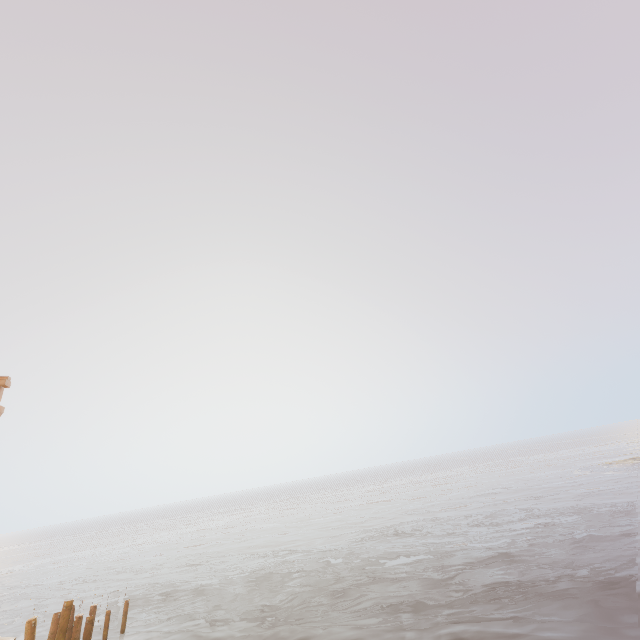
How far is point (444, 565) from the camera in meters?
17.1
